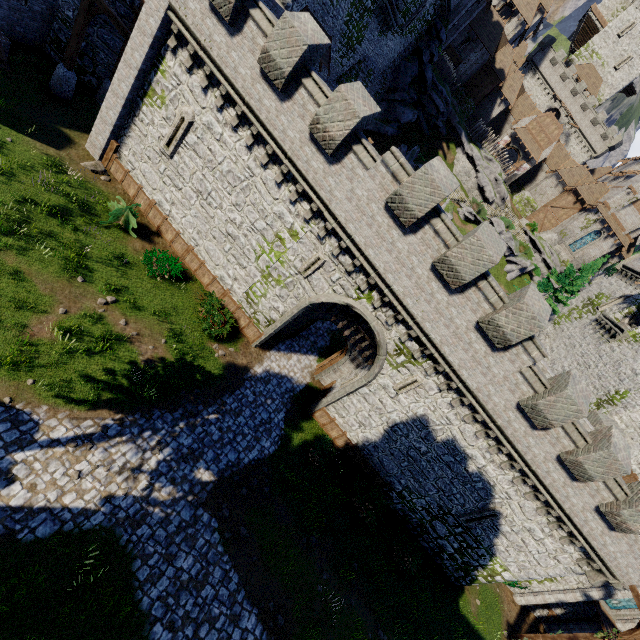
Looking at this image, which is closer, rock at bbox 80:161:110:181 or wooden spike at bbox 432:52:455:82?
rock at bbox 80:161:110:181

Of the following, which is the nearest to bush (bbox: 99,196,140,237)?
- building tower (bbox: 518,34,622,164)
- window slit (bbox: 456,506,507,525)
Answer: window slit (bbox: 456,506,507,525)

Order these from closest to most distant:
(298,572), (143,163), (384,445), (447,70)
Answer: (298,572), (143,163), (384,445), (447,70)

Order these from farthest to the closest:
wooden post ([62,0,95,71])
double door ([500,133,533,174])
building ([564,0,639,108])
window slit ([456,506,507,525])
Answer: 1. building ([564,0,639,108])
2. double door ([500,133,533,174])
3. window slit ([456,506,507,525])
4. wooden post ([62,0,95,71])

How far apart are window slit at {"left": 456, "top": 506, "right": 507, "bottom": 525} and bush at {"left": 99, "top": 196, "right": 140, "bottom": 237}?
22.3 meters

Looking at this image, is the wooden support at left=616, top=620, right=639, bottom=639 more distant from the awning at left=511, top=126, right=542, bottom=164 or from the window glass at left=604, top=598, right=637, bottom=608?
the awning at left=511, top=126, right=542, bottom=164

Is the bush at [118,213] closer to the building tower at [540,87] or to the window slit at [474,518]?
the window slit at [474,518]

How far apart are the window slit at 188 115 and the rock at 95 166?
3.4m
